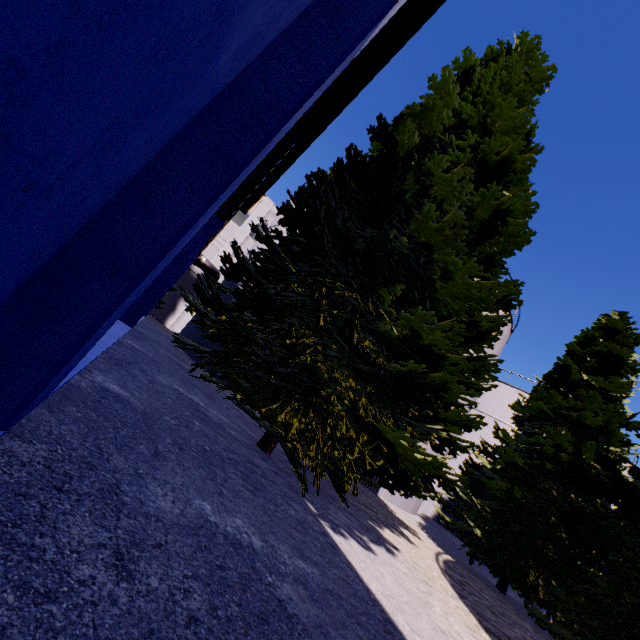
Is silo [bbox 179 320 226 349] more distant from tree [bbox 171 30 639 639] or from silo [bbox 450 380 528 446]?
silo [bbox 450 380 528 446]

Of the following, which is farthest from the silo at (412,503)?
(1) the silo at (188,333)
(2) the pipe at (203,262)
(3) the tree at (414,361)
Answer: (2) the pipe at (203,262)

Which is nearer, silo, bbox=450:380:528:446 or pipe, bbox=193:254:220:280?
silo, bbox=450:380:528:446

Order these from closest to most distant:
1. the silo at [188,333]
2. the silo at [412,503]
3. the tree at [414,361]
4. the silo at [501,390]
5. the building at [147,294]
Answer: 1. the building at [147,294]
2. the tree at [414,361]
3. the silo at [412,503]
4. the silo at [188,333]
5. the silo at [501,390]

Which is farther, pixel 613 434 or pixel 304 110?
pixel 613 434

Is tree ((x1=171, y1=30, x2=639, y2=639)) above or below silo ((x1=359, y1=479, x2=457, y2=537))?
above

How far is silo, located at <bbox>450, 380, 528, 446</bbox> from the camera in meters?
24.7 m
